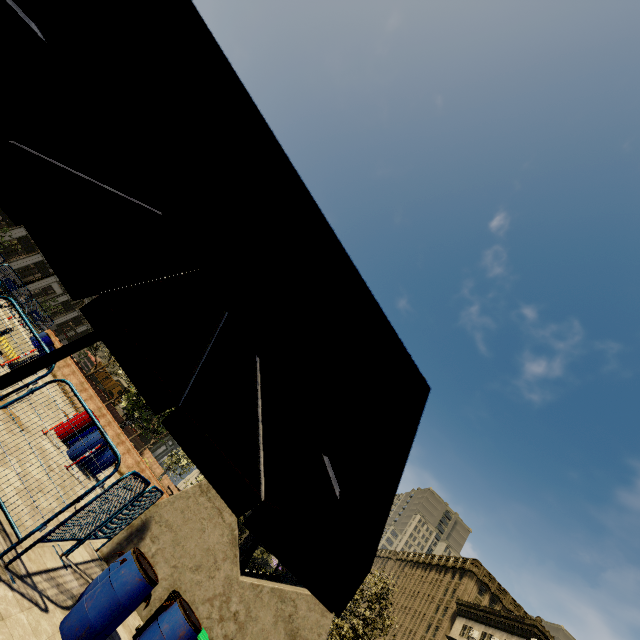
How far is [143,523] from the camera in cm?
773

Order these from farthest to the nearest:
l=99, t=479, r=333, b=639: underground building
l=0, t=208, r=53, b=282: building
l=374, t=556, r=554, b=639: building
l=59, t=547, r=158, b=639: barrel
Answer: l=374, t=556, r=554, b=639: building
l=0, t=208, r=53, b=282: building
l=99, t=479, r=333, b=639: underground building
l=59, t=547, r=158, b=639: barrel

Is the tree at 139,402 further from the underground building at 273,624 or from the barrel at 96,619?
the barrel at 96,619

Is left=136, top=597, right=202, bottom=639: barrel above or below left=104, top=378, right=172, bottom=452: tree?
below

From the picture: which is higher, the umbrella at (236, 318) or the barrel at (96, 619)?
the umbrella at (236, 318)

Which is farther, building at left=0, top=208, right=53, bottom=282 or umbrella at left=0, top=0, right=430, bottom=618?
building at left=0, top=208, right=53, bottom=282

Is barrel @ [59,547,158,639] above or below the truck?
below

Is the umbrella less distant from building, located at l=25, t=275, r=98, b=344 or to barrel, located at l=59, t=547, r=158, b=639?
barrel, located at l=59, t=547, r=158, b=639
